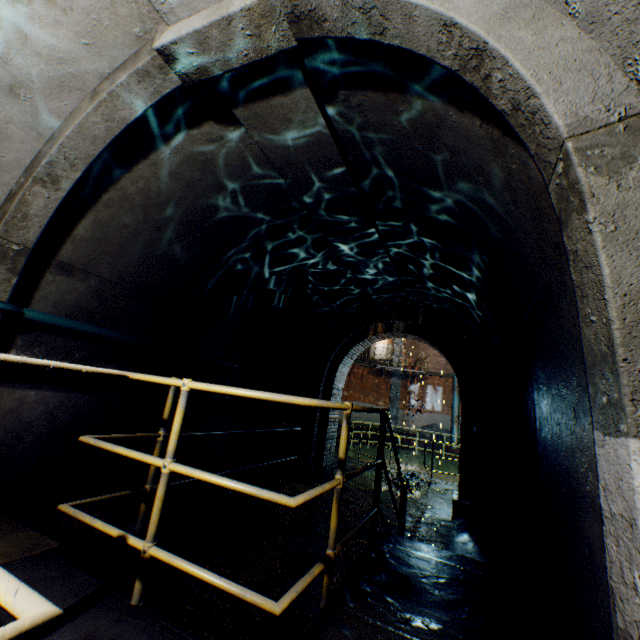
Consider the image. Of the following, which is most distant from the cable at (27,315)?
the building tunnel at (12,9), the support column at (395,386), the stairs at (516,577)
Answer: the support column at (395,386)

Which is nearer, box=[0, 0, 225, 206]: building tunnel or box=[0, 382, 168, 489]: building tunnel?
box=[0, 0, 225, 206]: building tunnel

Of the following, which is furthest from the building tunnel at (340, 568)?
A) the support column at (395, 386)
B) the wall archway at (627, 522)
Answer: the support column at (395, 386)

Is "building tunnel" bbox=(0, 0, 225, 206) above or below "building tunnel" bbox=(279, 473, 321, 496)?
above

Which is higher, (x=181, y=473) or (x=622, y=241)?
(x=622, y=241)

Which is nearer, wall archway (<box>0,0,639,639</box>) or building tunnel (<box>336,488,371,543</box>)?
wall archway (<box>0,0,639,639</box>)

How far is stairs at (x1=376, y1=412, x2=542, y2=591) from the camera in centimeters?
277cm
